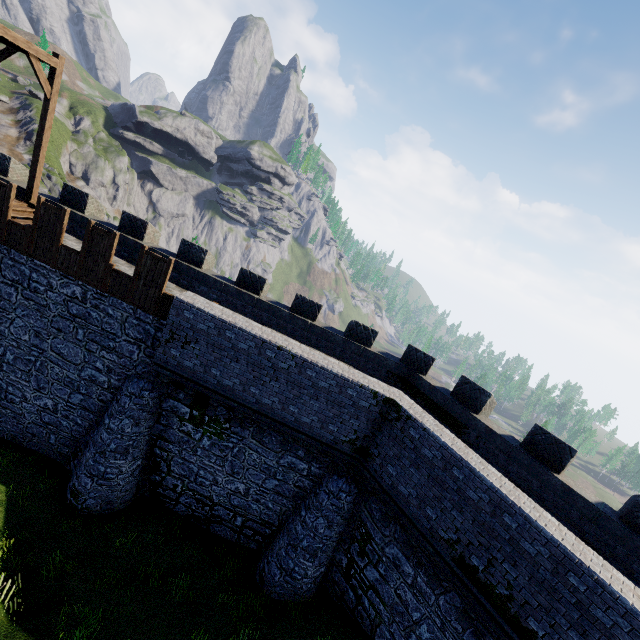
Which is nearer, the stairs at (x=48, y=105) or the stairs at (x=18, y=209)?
the stairs at (x=48, y=105)

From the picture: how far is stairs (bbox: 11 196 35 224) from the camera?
13.0 meters

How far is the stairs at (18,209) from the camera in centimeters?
1297cm

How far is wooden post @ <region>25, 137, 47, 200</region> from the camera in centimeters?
1327cm

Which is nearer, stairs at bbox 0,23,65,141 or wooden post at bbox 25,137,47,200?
stairs at bbox 0,23,65,141

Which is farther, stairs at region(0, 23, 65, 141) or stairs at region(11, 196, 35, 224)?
stairs at region(11, 196, 35, 224)

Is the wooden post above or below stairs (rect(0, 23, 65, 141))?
below

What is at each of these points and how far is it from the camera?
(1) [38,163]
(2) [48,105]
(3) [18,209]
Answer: (1) wooden post, 13.4m
(2) stairs, 12.8m
(3) stairs, 13.1m
